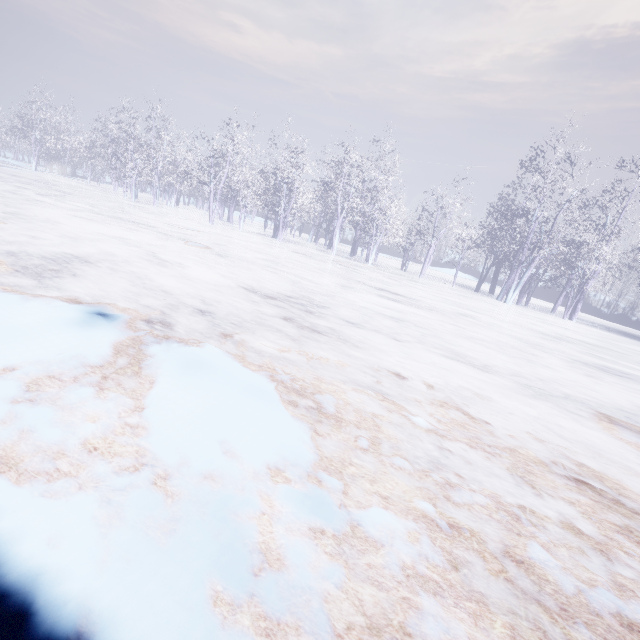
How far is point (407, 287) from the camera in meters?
13.2
